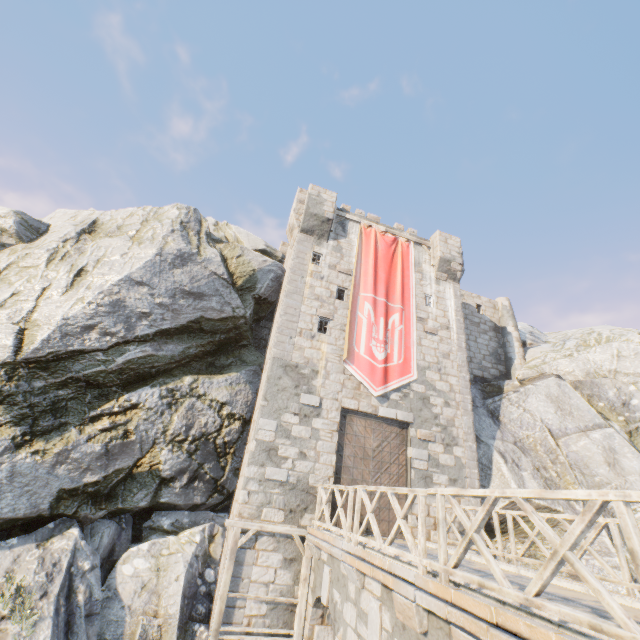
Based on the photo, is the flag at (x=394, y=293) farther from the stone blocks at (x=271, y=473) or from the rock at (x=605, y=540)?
the stone blocks at (x=271, y=473)

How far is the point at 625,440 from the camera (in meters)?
14.10

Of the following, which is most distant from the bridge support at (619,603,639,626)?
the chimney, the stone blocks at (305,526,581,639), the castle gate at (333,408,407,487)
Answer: the chimney

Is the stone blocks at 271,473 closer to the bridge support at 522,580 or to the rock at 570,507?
the rock at 570,507

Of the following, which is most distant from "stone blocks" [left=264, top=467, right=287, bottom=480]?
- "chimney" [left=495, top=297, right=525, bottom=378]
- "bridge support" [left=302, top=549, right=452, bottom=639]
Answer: "chimney" [left=495, top=297, right=525, bottom=378]

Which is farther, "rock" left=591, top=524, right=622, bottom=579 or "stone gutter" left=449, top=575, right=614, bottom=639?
"rock" left=591, top=524, right=622, bottom=579

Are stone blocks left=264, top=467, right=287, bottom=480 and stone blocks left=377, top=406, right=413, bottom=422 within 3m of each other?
no

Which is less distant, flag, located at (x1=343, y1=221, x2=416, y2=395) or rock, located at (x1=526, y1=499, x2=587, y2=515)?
rock, located at (x1=526, y1=499, x2=587, y2=515)
